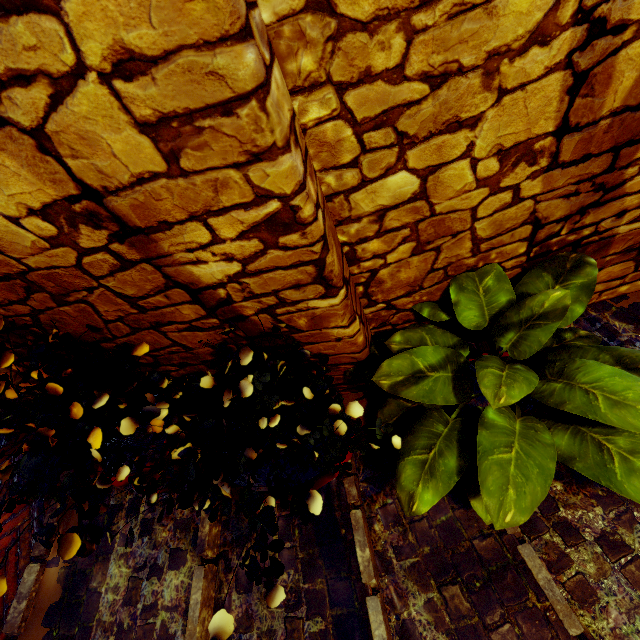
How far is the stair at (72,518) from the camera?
1.8 meters

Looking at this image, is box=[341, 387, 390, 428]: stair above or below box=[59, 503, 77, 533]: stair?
below

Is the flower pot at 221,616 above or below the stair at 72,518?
above

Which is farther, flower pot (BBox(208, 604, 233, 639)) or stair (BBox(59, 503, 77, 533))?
stair (BBox(59, 503, 77, 533))

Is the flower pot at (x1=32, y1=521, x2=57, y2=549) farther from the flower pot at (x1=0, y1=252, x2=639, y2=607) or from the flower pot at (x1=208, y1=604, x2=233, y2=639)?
the flower pot at (x1=0, y1=252, x2=639, y2=607)

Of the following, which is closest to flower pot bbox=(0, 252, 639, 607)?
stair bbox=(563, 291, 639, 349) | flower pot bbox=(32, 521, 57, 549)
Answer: stair bbox=(563, 291, 639, 349)

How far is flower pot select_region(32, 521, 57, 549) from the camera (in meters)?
0.99

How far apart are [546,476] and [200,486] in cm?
132
